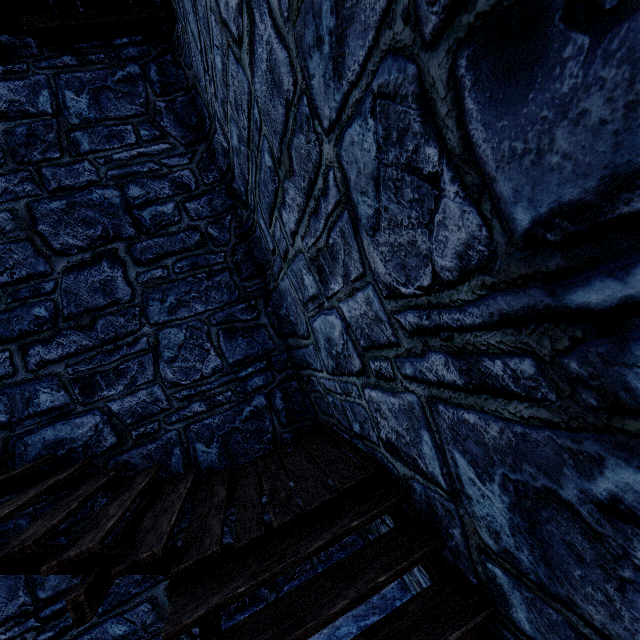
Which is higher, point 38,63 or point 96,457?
point 38,63
